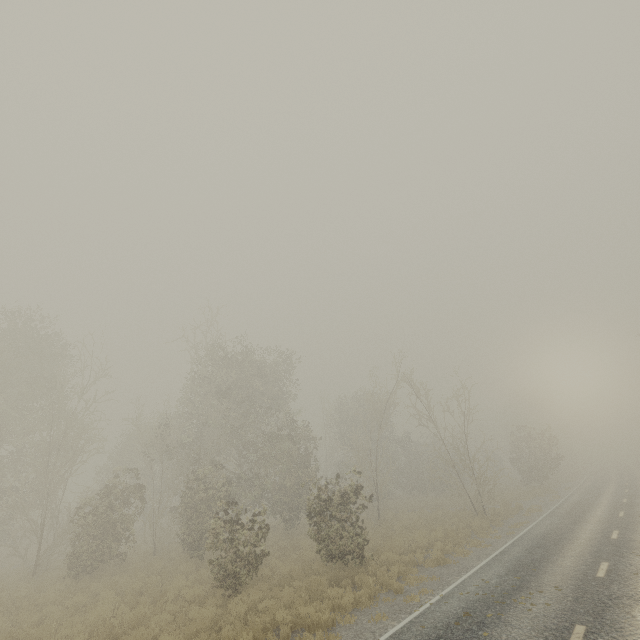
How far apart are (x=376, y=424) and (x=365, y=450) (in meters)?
11.29

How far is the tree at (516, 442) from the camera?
30.5 meters

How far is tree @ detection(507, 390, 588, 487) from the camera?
30.5m
